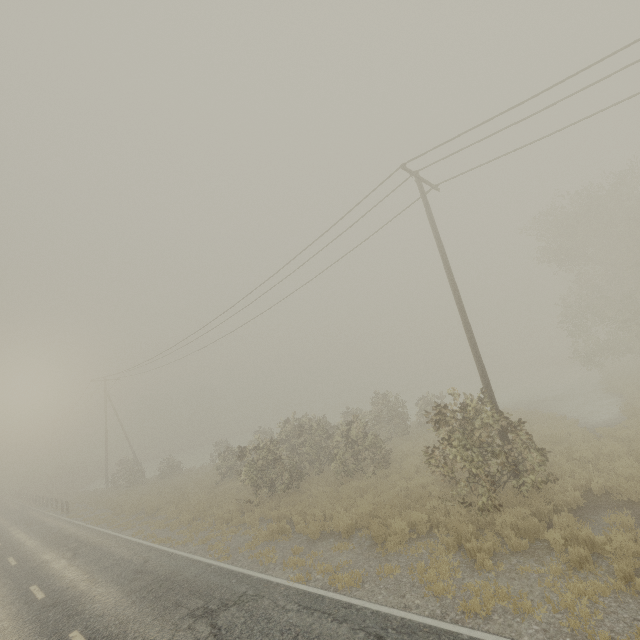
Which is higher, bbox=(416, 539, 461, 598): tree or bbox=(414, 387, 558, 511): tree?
bbox=(414, 387, 558, 511): tree

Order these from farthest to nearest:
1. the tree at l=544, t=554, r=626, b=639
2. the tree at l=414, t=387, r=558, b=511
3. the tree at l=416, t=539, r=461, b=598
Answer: the tree at l=414, t=387, r=558, b=511 < the tree at l=416, t=539, r=461, b=598 < the tree at l=544, t=554, r=626, b=639

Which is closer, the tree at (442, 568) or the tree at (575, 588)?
the tree at (575, 588)

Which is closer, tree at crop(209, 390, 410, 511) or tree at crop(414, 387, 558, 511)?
tree at crop(414, 387, 558, 511)

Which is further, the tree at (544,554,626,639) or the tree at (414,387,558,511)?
the tree at (414,387,558,511)

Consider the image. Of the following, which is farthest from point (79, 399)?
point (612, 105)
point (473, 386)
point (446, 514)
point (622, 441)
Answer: point (473, 386)

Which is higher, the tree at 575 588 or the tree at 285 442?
the tree at 285 442
